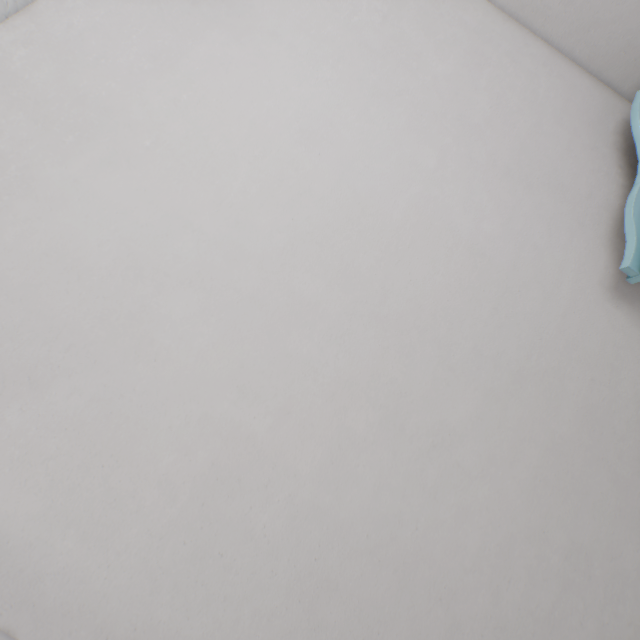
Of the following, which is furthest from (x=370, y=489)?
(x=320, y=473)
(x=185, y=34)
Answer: (x=185, y=34)
